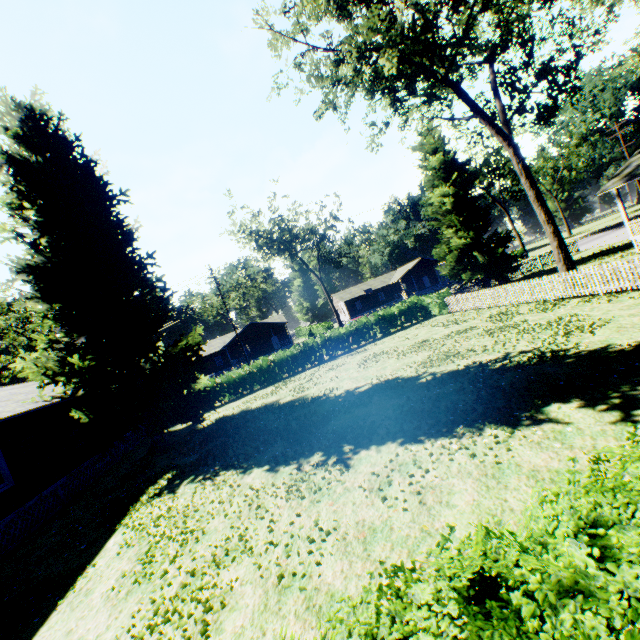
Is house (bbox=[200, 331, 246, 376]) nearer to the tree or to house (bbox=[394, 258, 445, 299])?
house (bbox=[394, 258, 445, 299])

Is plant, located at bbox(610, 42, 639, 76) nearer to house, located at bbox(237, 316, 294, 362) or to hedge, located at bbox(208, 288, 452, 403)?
hedge, located at bbox(208, 288, 452, 403)

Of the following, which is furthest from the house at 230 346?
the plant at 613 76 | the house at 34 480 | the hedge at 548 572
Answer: the hedge at 548 572

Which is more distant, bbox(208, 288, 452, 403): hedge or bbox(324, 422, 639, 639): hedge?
bbox(208, 288, 452, 403): hedge

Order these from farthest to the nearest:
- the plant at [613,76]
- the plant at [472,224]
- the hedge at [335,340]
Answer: the plant at [613,76] → the plant at [472,224] → the hedge at [335,340]

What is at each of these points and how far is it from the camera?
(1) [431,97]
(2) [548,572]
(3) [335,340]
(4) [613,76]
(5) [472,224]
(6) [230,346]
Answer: (1) tree, 21.9m
(2) hedge, 2.1m
(3) hedge, 27.0m
(4) plant, 34.3m
(5) plant, 29.5m
(6) house, 54.8m

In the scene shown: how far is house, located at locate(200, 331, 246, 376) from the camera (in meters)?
50.12
